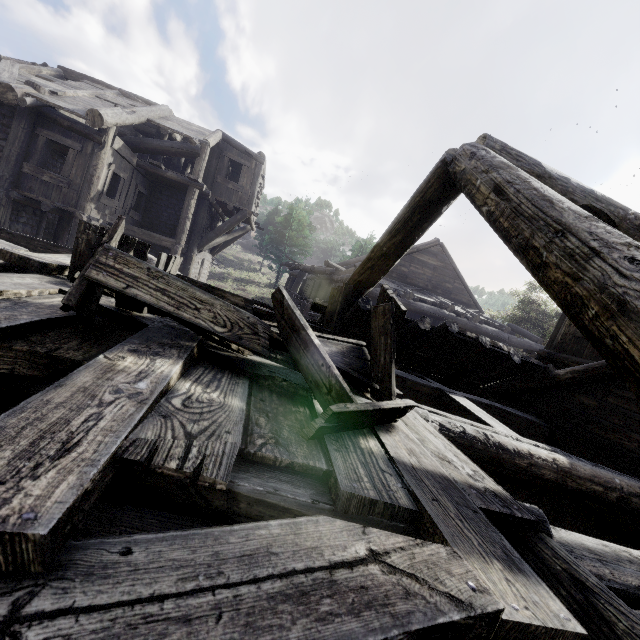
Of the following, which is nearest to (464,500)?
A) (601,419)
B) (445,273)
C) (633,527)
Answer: (633,527)

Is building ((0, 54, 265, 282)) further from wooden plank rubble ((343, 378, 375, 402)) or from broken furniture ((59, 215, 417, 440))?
broken furniture ((59, 215, 417, 440))

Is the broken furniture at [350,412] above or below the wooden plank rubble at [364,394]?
above

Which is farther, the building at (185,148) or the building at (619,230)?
the building at (185,148)

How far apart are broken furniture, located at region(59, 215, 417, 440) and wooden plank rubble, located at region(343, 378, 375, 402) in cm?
1

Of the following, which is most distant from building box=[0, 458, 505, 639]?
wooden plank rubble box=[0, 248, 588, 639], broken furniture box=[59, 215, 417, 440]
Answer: broken furniture box=[59, 215, 417, 440]

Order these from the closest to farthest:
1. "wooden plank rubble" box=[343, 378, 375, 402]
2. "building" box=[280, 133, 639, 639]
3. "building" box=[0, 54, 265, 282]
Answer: "building" box=[280, 133, 639, 639]
"wooden plank rubble" box=[343, 378, 375, 402]
"building" box=[0, 54, 265, 282]

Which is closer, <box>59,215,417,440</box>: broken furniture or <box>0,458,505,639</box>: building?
<box>0,458,505,639</box>: building
